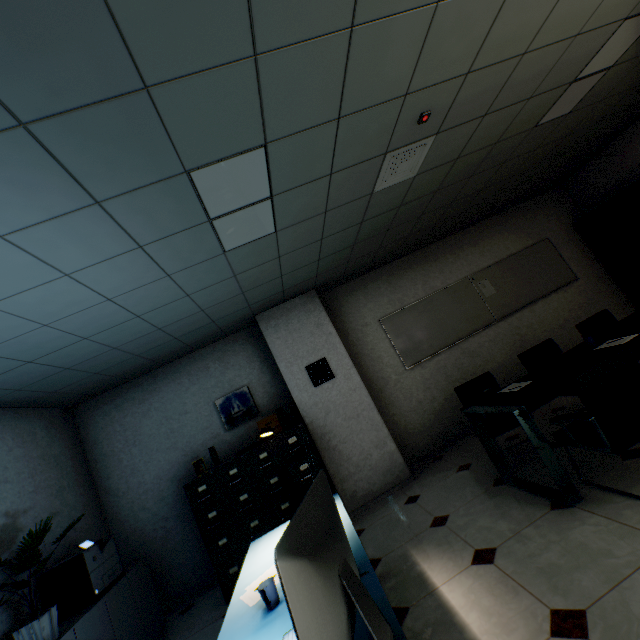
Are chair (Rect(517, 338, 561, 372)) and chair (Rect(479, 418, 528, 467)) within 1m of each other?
yes

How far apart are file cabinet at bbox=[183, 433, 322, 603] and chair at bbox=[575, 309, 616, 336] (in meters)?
3.62

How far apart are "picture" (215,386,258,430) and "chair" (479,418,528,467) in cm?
280

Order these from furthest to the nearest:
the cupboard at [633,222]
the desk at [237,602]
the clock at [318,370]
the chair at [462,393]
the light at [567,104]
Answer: the cupboard at [633,222] → the clock at [318,370] → the chair at [462,393] → the light at [567,104] → the desk at [237,602]

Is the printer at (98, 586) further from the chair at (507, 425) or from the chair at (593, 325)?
the chair at (593, 325)

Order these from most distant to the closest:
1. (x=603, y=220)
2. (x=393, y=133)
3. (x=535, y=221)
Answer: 1. (x=535, y=221)
2. (x=603, y=220)
3. (x=393, y=133)

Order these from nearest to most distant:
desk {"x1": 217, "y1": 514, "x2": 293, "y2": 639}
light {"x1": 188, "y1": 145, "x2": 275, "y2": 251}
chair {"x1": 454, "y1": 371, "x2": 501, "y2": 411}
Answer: desk {"x1": 217, "y1": 514, "x2": 293, "y2": 639} < light {"x1": 188, "y1": 145, "x2": 275, "y2": 251} < chair {"x1": 454, "y1": 371, "x2": 501, "y2": 411}

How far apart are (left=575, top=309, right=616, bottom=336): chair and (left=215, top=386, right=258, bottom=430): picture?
4.4 meters
